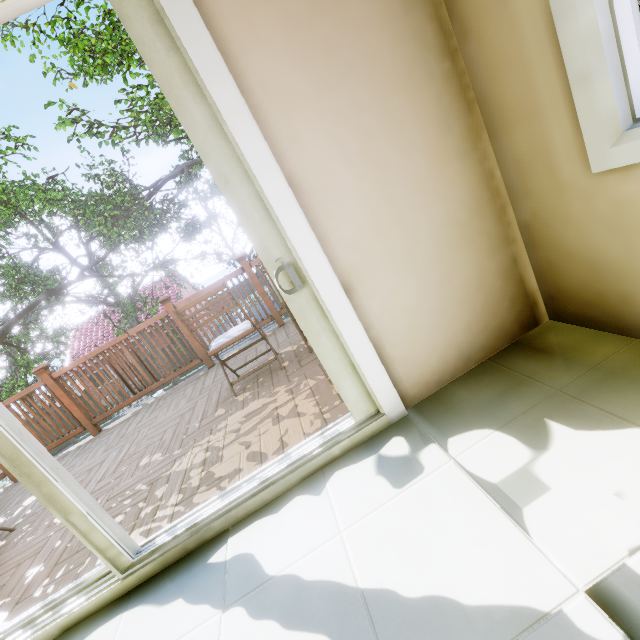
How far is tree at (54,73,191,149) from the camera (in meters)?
6.02

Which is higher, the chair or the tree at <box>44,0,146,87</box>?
the tree at <box>44,0,146,87</box>

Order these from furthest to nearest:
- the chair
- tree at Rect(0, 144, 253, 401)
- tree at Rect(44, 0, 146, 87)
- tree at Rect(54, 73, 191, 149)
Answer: tree at Rect(0, 144, 253, 401)
tree at Rect(54, 73, 191, 149)
tree at Rect(44, 0, 146, 87)
the chair

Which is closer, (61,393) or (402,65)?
(402,65)

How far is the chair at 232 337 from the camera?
2.6m

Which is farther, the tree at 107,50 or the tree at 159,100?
the tree at 159,100

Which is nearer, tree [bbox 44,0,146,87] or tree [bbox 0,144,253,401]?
tree [bbox 44,0,146,87]
